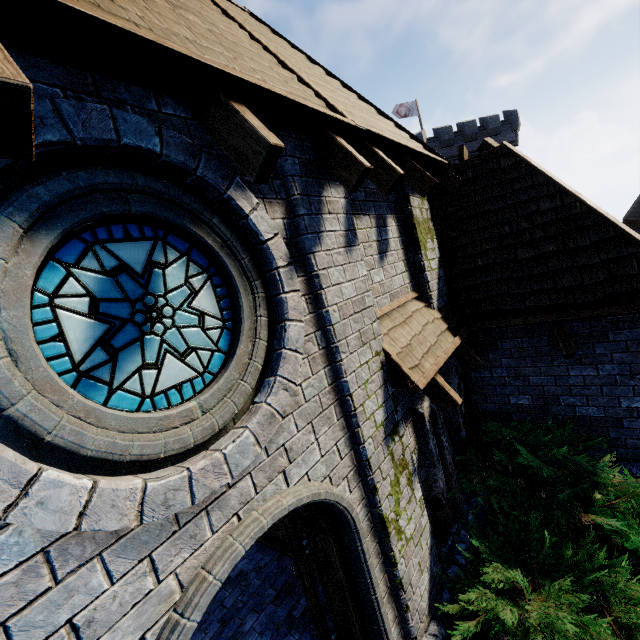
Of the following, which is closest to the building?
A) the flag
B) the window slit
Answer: the window slit

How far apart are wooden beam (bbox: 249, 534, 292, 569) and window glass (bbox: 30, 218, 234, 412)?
A: 4.2m

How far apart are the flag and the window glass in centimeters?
3656cm

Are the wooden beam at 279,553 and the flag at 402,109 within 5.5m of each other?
no

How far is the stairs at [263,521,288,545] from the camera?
5.6 meters

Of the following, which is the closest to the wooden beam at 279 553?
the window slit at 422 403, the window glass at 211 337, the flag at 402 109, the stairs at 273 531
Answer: the stairs at 273 531

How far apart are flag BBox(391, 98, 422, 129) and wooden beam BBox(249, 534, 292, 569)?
36.4m

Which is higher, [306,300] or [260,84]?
[260,84]
